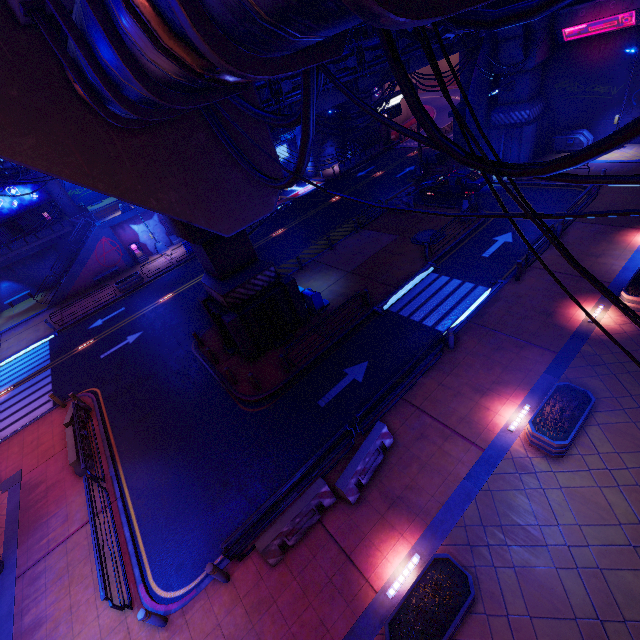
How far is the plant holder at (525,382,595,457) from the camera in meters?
8.9

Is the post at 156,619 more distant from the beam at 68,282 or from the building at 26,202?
the building at 26,202

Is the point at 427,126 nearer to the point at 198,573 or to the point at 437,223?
the point at 198,573

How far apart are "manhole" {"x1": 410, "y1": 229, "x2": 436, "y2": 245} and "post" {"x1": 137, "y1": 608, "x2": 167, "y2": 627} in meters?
20.3 m

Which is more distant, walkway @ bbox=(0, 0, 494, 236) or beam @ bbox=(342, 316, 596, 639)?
beam @ bbox=(342, 316, 596, 639)

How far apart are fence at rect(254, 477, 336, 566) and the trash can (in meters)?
9.25

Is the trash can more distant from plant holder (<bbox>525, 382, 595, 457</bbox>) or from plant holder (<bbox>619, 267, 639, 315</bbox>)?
plant holder (<bbox>619, 267, 639, 315</bbox>)

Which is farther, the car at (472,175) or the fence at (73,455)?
the car at (472,175)
